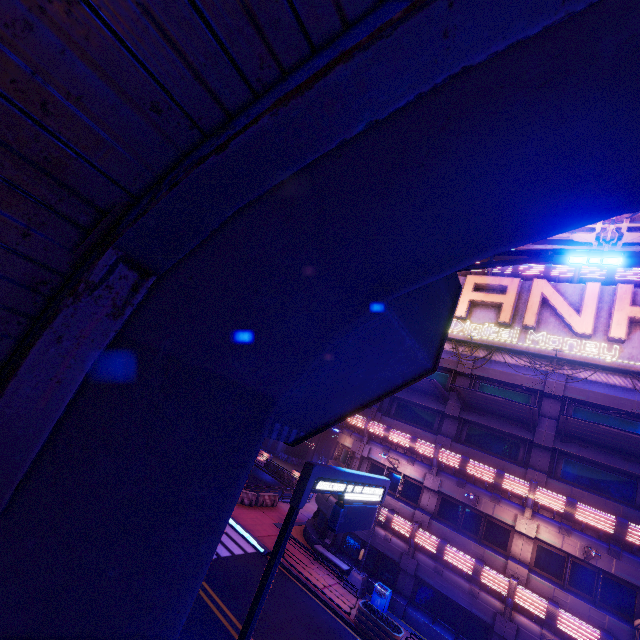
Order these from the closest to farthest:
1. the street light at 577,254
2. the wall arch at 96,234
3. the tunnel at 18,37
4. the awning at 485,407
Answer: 1. the tunnel at 18,37
2. the wall arch at 96,234
3. the street light at 577,254
4. the awning at 485,407

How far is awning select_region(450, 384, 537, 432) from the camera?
16.3m

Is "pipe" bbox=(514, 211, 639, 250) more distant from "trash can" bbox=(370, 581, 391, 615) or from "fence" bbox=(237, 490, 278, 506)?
"trash can" bbox=(370, 581, 391, 615)

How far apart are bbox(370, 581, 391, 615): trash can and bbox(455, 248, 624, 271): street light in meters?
19.0 m

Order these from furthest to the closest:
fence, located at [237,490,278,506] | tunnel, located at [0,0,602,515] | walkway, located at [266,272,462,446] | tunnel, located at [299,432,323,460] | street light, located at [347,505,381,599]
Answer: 1. tunnel, located at [299,432,323,460]
2. fence, located at [237,490,278,506]
3. street light, located at [347,505,381,599]
4. walkway, located at [266,272,462,446]
5. tunnel, located at [0,0,602,515]

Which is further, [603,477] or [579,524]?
[603,477]

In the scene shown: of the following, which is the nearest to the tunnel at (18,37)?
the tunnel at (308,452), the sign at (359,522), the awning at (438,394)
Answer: the sign at (359,522)

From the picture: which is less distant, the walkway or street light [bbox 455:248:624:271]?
street light [bbox 455:248:624:271]
